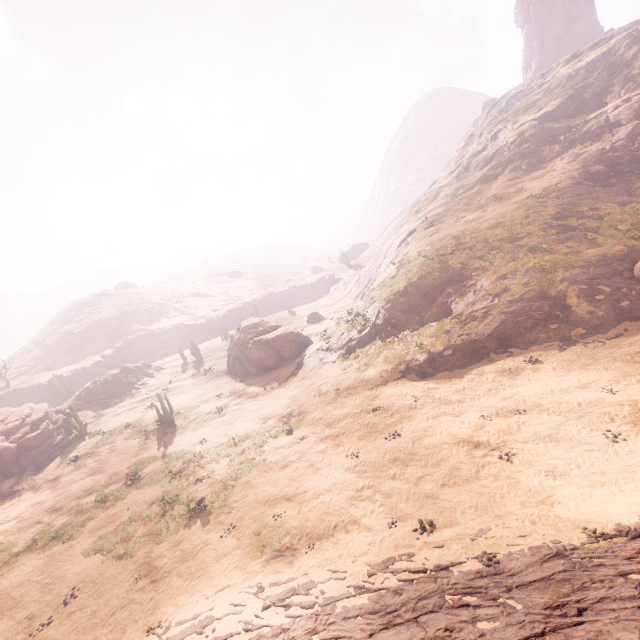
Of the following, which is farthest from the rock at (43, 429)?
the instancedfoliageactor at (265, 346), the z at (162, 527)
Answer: the z at (162, 527)

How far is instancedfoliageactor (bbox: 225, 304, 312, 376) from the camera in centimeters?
3141cm

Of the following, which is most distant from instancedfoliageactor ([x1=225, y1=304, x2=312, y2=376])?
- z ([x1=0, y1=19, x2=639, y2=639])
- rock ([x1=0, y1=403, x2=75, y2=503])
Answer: z ([x1=0, y1=19, x2=639, y2=639])

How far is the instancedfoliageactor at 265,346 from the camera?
31.4 meters

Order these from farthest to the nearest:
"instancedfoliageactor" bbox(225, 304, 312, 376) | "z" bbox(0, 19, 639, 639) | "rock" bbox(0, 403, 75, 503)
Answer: "instancedfoliageactor" bbox(225, 304, 312, 376) → "rock" bbox(0, 403, 75, 503) → "z" bbox(0, 19, 639, 639)

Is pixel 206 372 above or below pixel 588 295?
below

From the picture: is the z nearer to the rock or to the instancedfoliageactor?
the instancedfoliageactor
